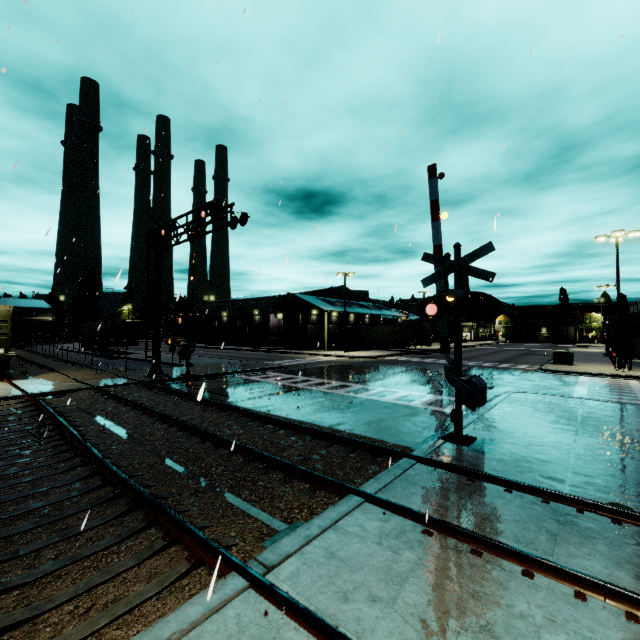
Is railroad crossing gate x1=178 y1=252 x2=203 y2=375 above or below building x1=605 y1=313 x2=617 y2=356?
below

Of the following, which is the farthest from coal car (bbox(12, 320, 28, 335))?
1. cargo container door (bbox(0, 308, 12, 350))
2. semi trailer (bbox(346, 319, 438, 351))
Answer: cargo container door (bbox(0, 308, 12, 350))

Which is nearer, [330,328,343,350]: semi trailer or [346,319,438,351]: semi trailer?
[346,319,438,351]: semi trailer

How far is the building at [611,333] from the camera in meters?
35.5 m

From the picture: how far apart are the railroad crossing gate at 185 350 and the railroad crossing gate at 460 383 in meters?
13.6 m

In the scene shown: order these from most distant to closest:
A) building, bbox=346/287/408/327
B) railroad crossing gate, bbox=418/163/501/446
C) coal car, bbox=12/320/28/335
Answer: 1. coal car, bbox=12/320/28/335
2. building, bbox=346/287/408/327
3. railroad crossing gate, bbox=418/163/501/446

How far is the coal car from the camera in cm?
5725

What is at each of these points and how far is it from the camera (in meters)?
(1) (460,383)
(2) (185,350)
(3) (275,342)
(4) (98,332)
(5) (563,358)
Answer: (1) railroad crossing gate, 8.01
(2) railroad crossing gate, 19.80
(3) building, 49.47
(4) semi trailer, 38.34
(5) electrical box, 27.06
